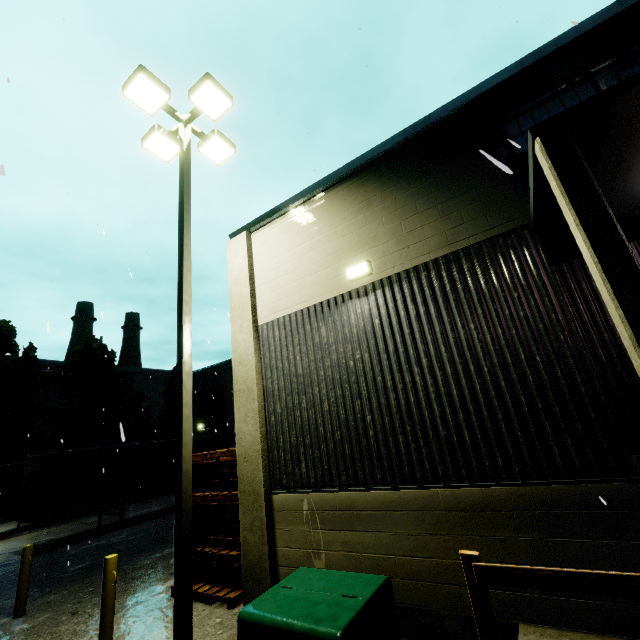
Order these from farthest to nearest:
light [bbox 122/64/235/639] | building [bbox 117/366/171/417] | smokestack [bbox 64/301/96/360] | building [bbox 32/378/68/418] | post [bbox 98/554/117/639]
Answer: smokestack [bbox 64/301/96/360] < building [bbox 117/366/171/417] < building [bbox 32/378/68/418] < post [bbox 98/554/117/639] < light [bbox 122/64/235/639]

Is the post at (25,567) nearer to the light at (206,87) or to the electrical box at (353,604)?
the light at (206,87)

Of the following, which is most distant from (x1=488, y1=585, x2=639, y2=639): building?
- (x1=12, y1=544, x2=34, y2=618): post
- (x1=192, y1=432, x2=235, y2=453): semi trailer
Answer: (x1=12, y1=544, x2=34, y2=618): post

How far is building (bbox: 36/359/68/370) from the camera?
39.4 meters

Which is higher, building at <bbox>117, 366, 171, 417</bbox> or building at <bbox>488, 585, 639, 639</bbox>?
building at <bbox>117, 366, 171, 417</bbox>

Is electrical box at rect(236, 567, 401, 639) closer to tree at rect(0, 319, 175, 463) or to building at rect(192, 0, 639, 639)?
building at rect(192, 0, 639, 639)

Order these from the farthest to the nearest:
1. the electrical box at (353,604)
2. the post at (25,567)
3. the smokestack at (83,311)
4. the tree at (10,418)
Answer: the smokestack at (83,311) → the tree at (10,418) → the post at (25,567) → the electrical box at (353,604)

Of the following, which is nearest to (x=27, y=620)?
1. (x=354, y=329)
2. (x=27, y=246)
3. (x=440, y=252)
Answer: (x=354, y=329)
